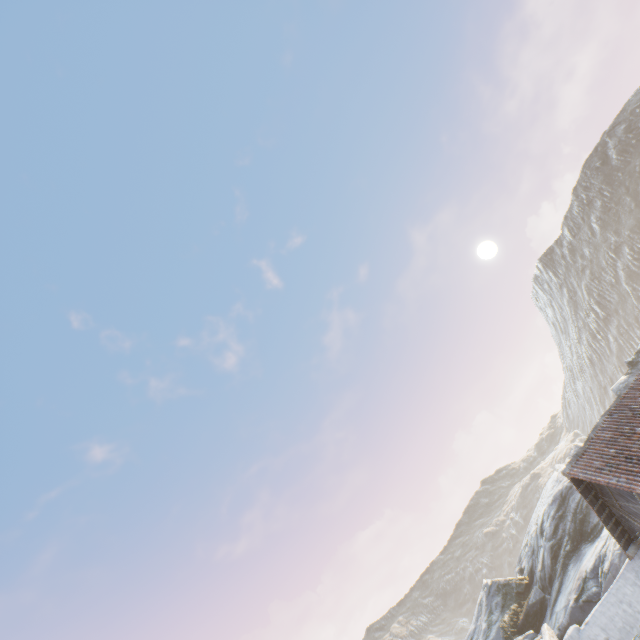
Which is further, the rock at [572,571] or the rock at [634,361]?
the rock at [634,361]

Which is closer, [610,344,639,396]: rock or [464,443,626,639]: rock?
[464,443,626,639]: rock

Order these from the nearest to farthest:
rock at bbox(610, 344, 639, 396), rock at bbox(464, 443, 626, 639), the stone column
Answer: the stone column < rock at bbox(464, 443, 626, 639) < rock at bbox(610, 344, 639, 396)

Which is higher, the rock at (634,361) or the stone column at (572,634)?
the rock at (634,361)

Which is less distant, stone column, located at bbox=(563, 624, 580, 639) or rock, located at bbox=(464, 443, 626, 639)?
stone column, located at bbox=(563, 624, 580, 639)

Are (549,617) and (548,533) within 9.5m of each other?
yes

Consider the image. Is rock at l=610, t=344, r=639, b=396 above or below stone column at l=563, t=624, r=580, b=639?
above
